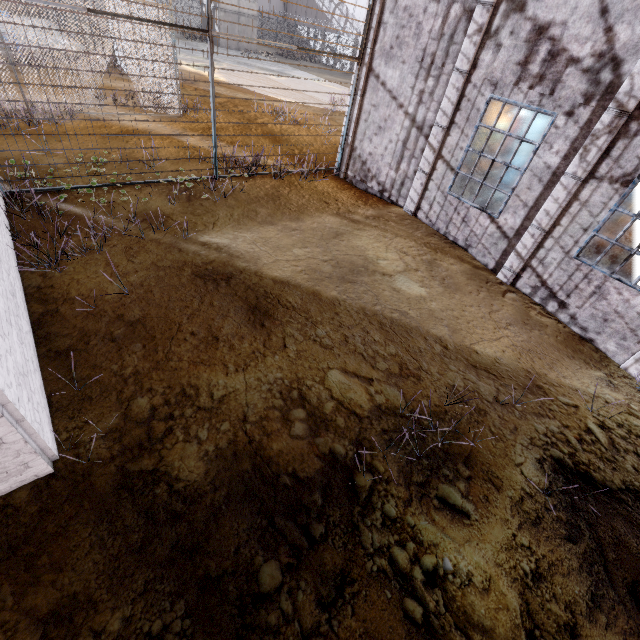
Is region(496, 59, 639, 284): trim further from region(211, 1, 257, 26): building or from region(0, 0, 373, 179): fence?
region(211, 1, 257, 26): building

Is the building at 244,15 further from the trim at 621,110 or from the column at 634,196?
the column at 634,196

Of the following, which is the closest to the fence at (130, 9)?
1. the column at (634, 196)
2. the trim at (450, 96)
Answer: the trim at (450, 96)

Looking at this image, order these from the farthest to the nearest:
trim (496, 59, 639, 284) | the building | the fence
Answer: the building, the fence, trim (496, 59, 639, 284)

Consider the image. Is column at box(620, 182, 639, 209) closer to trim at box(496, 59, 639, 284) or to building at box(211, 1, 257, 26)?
trim at box(496, 59, 639, 284)

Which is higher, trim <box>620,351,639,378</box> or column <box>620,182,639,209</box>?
column <box>620,182,639,209</box>

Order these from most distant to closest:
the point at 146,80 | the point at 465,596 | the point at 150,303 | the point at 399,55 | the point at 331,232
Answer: the point at 146,80
the point at 399,55
the point at 331,232
the point at 150,303
the point at 465,596
